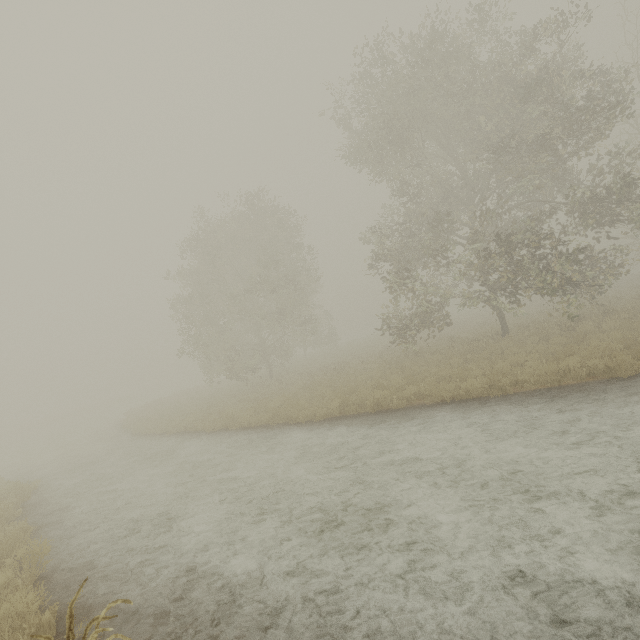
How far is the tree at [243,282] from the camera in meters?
22.3

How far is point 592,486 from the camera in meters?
5.2

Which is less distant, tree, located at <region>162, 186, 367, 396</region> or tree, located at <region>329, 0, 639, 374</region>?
tree, located at <region>329, 0, 639, 374</region>

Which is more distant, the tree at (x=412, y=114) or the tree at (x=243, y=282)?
the tree at (x=243, y=282)

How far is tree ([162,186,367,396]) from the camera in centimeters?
2231cm
